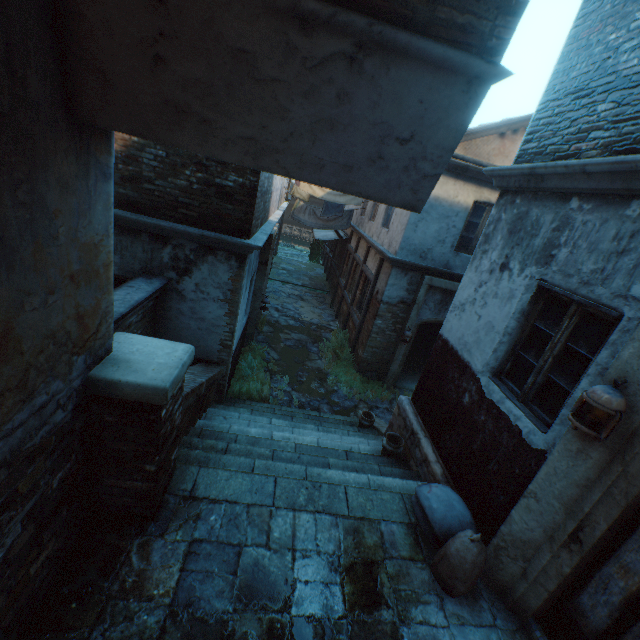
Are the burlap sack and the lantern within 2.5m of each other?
yes

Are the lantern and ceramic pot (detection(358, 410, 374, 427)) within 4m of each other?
no

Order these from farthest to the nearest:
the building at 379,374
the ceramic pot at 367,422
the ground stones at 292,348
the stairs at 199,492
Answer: the ground stones at 292,348 → the ceramic pot at 367,422 → the stairs at 199,492 → the building at 379,374

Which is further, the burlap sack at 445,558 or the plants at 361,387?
the plants at 361,387

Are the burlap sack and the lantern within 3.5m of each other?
yes

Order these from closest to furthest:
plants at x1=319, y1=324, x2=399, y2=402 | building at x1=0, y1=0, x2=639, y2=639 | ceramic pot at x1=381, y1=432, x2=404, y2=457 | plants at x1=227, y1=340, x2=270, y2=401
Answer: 1. building at x1=0, y1=0, x2=639, y2=639
2. ceramic pot at x1=381, y1=432, x2=404, y2=457
3. plants at x1=227, y1=340, x2=270, y2=401
4. plants at x1=319, y1=324, x2=399, y2=402

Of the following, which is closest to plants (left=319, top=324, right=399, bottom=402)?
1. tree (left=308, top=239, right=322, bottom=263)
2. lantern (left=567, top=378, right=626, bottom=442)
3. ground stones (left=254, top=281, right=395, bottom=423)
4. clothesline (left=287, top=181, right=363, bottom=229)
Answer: ground stones (left=254, top=281, right=395, bottom=423)

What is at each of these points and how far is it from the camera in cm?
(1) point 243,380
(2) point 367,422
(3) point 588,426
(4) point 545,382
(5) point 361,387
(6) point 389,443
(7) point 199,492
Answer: (1) plants, 807
(2) ceramic pot, 715
(3) lantern, 245
(4) building, 344
(5) plants, 946
(6) ceramic pot, 541
(7) stairs, 333
